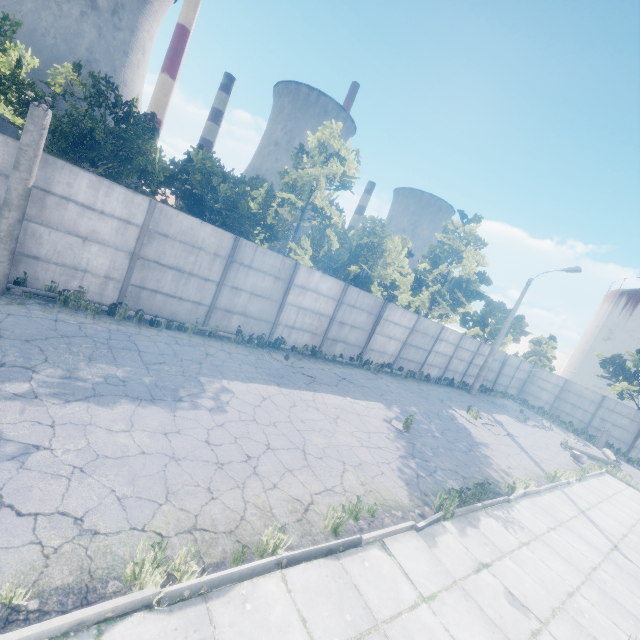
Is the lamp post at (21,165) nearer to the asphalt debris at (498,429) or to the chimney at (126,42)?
the asphalt debris at (498,429)

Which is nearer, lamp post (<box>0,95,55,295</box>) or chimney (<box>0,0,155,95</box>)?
lamp post (<box>0,95,55,295</box>)

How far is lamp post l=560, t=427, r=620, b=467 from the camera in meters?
16.2

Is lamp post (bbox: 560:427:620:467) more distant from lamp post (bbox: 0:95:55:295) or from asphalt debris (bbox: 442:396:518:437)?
lamp post (bbox: 0:95:55:295)

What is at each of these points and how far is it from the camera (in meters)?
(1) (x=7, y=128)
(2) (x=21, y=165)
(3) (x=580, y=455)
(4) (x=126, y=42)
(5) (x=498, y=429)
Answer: (1) chimney, 48.44
(2) lamp post, 7.44
(3) lamp post, 16.12
(4) chimney, 57.94
(5) asphalt debris, 16.09

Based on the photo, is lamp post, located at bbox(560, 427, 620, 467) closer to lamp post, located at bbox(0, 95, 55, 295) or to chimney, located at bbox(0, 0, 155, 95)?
lamp post, located at bbox(0, 95, 55, 295)

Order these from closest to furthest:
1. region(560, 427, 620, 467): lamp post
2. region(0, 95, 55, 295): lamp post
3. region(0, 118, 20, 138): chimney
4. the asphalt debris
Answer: region(0, 95, 55, 295): lamp post, the asphalt debris, region(560, 427, 620, 467): lamp post, region(0, 118, 20, 138): chimney
